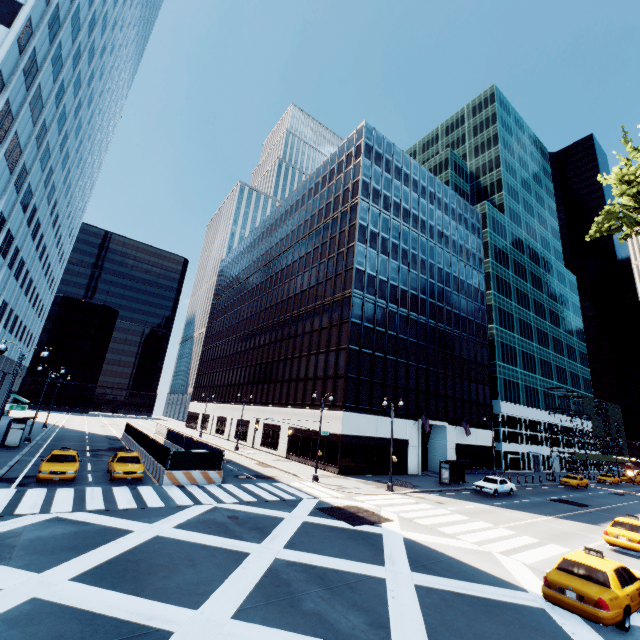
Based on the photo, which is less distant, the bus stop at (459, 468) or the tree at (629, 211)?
the tree at (629, 211)

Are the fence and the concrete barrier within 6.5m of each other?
yes

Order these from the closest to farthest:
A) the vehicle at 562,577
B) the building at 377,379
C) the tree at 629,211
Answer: the vehicle at 562,577 → the tree at 629,211 → the building at 377,379

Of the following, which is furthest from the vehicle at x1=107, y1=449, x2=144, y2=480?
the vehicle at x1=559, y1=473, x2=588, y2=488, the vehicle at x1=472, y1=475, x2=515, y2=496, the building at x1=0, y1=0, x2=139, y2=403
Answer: the vehicle at x1=559, y1=473, x2=588, y2=488

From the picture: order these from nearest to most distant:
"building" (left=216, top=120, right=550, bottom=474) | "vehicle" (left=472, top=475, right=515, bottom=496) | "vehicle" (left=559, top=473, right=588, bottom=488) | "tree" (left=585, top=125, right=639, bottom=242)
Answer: "tree" (left=585, top=125, right=639, bottom=242) < "vehicle" (left=472, top=475, right=515, bottom=496) < "building" (left=216, top=120, right=550, bottom=474) < "vehicle" (left=559, top=473, right=588, bottom=488)

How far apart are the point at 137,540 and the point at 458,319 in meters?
47.3

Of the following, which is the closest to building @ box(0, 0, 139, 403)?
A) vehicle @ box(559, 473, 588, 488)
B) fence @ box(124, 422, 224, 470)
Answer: fence @ box(124, 422, 224, 470)

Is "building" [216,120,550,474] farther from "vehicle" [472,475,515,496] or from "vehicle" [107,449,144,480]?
"vehicle" [107,449,144,480]
